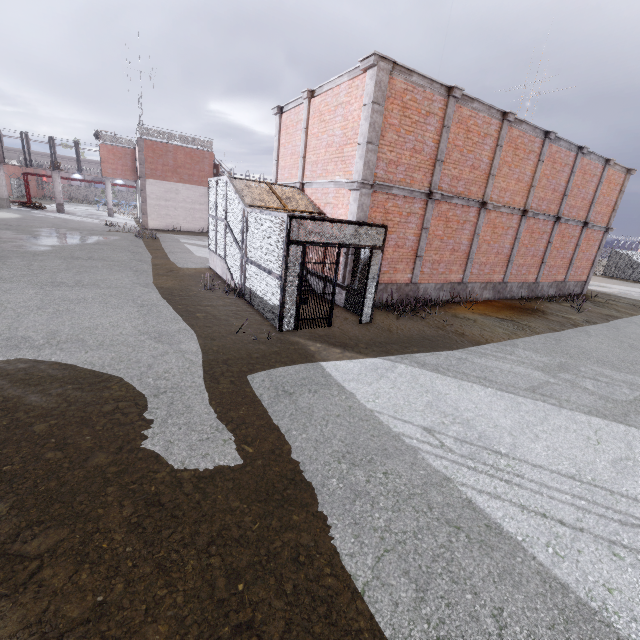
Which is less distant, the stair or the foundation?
the foundation

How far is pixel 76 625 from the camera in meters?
2.3

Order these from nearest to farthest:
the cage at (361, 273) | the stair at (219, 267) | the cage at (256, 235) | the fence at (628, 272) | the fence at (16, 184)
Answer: the cage at (256, 235) < the cage at (361, 273) < the stair at (219, 267) < the fence at (628, 272) < the fence at (16, 184)

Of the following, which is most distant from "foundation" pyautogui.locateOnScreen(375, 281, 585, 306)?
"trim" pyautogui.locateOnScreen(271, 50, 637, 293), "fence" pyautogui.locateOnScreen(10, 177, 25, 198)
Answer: "fence" pyautogui.locateOnScreen(10, 177, 25, 198)

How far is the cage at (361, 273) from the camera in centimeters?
982cm

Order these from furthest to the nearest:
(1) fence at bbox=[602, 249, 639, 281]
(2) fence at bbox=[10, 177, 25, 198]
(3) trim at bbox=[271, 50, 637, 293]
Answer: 1. (2) fence at bbox=[10, 177, 25, 198]
2. (1) fence at bbox=[602, 249, 639, 281]
3. (3) trim at bbox=[271, 50, 637, 293]

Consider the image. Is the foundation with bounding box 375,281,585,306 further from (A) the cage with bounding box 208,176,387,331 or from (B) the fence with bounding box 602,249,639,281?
(B) the fence with bounding box 602,249,639,281

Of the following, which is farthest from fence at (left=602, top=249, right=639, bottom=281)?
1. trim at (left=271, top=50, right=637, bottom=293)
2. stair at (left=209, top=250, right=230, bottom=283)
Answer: stair at (left=209, top=250, right=230, bottom=283)
